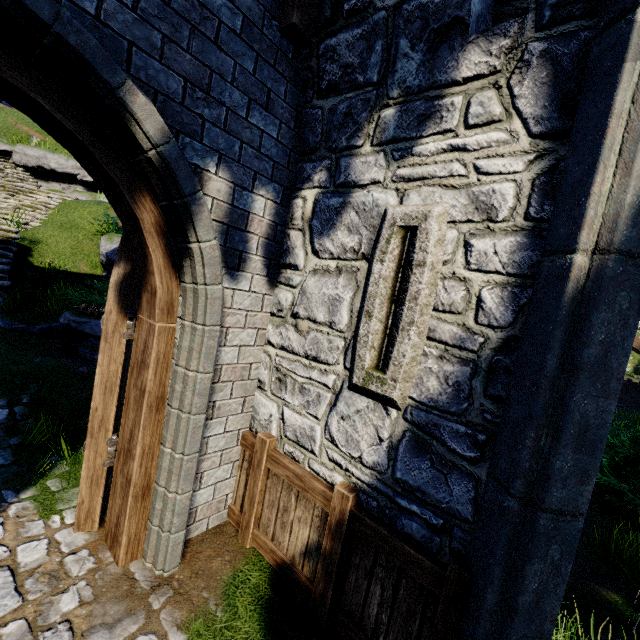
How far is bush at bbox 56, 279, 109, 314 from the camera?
7.6m

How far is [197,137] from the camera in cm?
251

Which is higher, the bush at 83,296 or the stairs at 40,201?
the stairs at 40,201

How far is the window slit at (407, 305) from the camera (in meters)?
2.33

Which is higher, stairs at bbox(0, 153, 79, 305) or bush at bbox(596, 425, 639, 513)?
stairs at bbox(0, 153, 79, 305)

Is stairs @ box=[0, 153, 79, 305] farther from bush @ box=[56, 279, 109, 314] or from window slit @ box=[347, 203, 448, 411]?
window slit @ box=[347, 203, 448, 411]

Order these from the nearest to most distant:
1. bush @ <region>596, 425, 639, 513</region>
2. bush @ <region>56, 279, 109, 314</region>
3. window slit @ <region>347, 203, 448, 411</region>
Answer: window slit @ <region>347, 203, 448, 411</region> → bush @ <region>596, 425, 639, 513</region> → bush @ <region>56, 279, 109, 314</region>

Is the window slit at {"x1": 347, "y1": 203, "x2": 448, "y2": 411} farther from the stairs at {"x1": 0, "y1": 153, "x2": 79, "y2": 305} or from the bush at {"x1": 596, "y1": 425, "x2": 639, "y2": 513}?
the stairs at {"x1": 0, "y1": 153, "x2": 79, "y2": 305}
